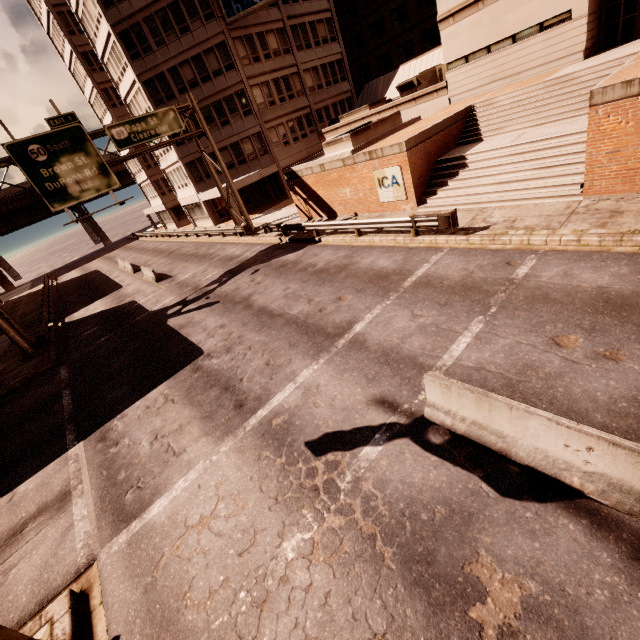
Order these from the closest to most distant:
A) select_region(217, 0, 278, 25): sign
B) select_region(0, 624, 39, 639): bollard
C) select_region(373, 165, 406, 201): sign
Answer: select_region(0, 624, 39, 639): bollard, select_region(373, 165, 406, 201): sign, select_region(217, 0, 278, 25): sign

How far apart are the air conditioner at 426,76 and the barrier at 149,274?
23.8 meters

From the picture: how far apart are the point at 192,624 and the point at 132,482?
4.1m

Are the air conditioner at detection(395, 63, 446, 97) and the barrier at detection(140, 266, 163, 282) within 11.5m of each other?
no

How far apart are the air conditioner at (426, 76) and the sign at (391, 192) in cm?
1267

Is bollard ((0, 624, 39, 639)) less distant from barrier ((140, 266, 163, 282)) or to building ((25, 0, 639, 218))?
barrier ((140, 266, 163, 282))

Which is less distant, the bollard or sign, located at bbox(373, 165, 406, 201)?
the bollard

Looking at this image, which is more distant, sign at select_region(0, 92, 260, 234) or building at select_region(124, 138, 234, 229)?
building at select_region(124, 138, 234, 229)
